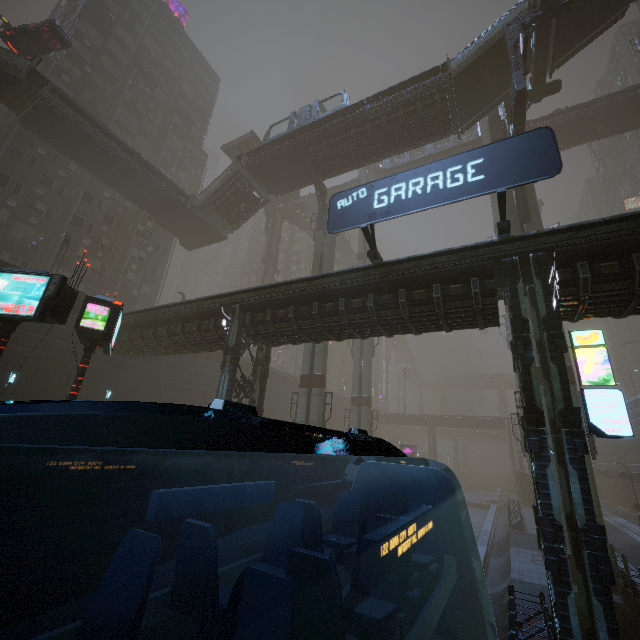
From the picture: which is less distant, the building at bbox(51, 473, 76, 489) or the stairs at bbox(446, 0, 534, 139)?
the building at bbox(51, 473, 76, 489)

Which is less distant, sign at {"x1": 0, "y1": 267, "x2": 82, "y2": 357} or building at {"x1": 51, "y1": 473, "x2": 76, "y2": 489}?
sign at {"x1": 0, "y1": 267, "x2": 82, "y2": 357}

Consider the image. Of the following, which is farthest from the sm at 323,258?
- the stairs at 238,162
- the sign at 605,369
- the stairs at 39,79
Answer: the sign at 605,369

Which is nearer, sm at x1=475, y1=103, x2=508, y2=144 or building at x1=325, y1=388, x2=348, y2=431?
sm at x1=475, y1=103, x2=508, y2=144

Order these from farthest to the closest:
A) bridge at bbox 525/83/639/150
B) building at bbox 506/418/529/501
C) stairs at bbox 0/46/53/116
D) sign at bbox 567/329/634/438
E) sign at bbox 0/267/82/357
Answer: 1. building at bbox 506/418/529/501
2. bridge at bbox 525/83/639/150
3. stairs at bbox 0/46/53/116
4. sign at bbox 0/267/82/357
5. sign at bbox 567/329/634/438

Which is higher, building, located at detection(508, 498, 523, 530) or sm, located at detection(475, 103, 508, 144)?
sm, located at detection(475, 103, 508, 144)

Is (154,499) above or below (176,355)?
below

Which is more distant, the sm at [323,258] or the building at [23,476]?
the sm at [323,258]
